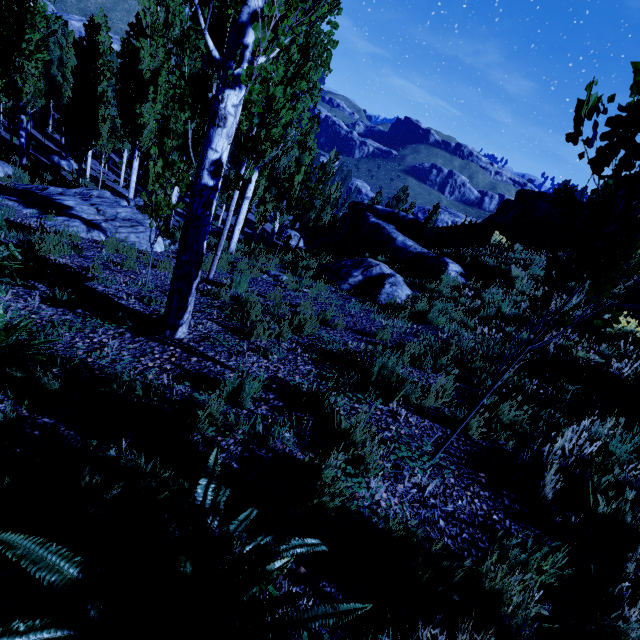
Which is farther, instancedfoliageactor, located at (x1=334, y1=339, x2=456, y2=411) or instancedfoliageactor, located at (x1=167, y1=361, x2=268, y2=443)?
instancedfoliageactor, located at (x1=334, y1=339, x2=456, y2=411)

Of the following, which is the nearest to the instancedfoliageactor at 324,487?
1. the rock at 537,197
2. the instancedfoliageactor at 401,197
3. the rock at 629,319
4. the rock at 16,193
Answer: the rock at 16,193

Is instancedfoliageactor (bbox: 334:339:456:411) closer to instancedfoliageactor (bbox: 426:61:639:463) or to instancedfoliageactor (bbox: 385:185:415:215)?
instancedfoliageactor (bbox: 426:61:639:463)

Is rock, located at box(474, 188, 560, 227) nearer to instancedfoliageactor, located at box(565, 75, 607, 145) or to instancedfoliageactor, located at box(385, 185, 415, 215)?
instancedfoliageactor, located at box(565, 75, 607, 145)

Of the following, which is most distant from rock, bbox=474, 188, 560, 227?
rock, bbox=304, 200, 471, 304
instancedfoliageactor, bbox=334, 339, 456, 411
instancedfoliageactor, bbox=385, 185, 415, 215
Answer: instancedfoliageactor, bbox=385, 185, 415, 215

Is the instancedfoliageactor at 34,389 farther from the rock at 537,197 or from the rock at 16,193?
the rock at 537,197

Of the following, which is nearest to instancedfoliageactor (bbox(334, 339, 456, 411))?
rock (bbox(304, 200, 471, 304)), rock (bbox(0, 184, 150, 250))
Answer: rock (bbox(304, 200, 471, 304))

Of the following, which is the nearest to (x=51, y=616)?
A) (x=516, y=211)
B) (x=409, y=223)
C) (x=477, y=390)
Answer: (x=477, y=390)
